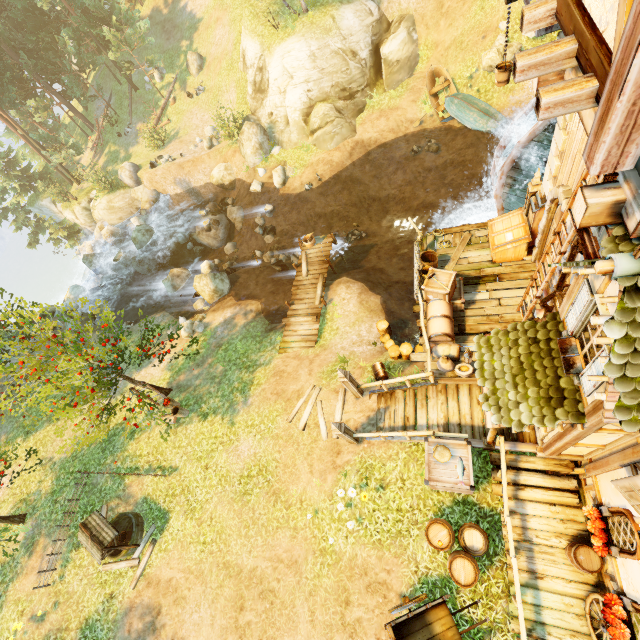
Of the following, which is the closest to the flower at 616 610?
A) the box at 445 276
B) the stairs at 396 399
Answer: the stairs at 396 399

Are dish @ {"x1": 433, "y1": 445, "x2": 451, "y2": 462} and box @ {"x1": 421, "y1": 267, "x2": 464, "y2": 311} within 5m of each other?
yes

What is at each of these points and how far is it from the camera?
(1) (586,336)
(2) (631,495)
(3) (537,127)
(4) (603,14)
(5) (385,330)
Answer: (1) window, 5.0m
(2) window shutters, 5.0m
(3) water wheel, 9.6m
(4) building, 2.2m
(5) piling, 13.6m

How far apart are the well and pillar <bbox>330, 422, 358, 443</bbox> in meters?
9.1

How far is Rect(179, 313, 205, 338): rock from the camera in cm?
1778

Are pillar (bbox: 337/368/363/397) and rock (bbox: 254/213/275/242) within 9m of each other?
no

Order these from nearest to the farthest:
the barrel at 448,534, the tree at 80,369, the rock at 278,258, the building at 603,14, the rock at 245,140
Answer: the building at 603,14, the barrel at 448,534, the tree at 80,369, the rock at 278,258, the rock at 245,140

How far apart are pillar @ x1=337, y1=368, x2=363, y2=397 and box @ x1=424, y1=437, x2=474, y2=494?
2.83m
